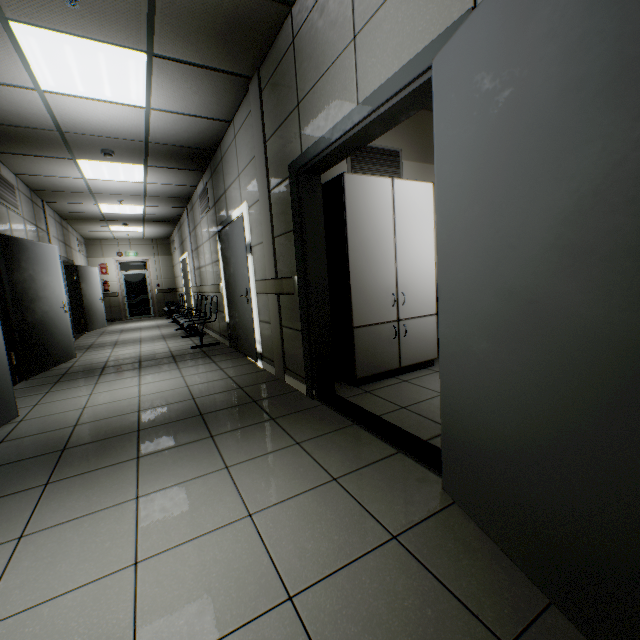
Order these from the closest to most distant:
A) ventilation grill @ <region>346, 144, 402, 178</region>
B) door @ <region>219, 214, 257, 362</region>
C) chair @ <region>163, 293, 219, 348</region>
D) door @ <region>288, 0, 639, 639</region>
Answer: door @ <region>288, 0, 639, 639</region>
ventilation grill @ <region>346, 144, 402, 178</region>
door @ <region>219, 214, 257, 362</region>
chair @ <region>163, 293, 219, 348</region>

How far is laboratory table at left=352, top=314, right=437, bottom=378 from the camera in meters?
3.3

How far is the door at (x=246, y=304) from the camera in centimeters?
447cm

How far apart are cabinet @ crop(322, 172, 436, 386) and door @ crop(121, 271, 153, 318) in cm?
1266

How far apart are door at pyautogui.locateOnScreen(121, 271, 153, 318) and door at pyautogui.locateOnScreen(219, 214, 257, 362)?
9.8 meters

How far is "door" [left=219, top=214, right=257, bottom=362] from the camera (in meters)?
4.47

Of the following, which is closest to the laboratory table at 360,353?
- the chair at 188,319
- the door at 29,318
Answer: the door at 29,318

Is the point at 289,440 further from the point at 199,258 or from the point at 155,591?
the point at 199,258
